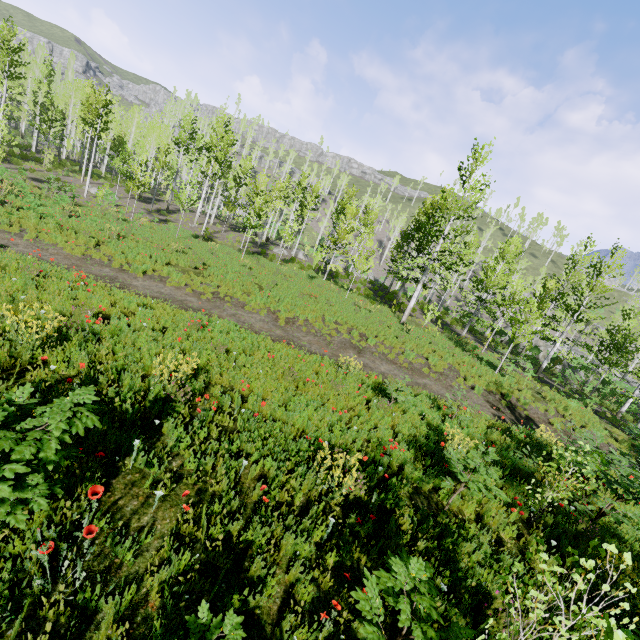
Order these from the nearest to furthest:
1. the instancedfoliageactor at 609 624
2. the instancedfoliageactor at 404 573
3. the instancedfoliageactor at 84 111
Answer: the instancedfoliageactor at 609 624 < the instancedfoliageactor at 404 573 < the instancedfoliageactor at 84 111

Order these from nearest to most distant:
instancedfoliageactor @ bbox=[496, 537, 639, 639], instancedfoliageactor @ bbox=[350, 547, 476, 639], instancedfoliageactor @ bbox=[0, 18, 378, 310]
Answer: instancedfoliageactor @ bbox=[496, 537, 639, 639]
instancedfoliageactor @ bbox=[350, 547, 476, 639]
instancedfoliageactor @ bbox=[0, 18, 378, 310]

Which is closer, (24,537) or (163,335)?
(24,537)

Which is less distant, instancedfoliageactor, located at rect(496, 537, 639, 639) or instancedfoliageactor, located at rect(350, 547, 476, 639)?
instancedfoliageactor, located at rect(496, 537, 639, 639)

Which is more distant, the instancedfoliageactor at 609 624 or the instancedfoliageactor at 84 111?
the instancedfoliageactor at 84 111

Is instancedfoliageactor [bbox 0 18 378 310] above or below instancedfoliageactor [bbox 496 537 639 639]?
above
